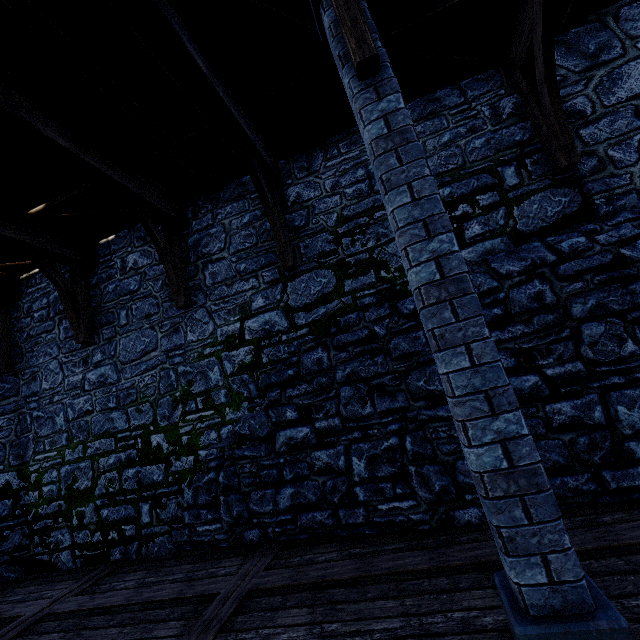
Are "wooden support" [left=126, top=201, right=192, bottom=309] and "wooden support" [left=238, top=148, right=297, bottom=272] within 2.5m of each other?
yes

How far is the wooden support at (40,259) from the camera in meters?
5.7

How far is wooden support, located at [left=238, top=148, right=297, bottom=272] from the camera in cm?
473

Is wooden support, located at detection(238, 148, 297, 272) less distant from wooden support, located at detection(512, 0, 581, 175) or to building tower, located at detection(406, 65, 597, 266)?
building tower, located at detection(406, 65, 597, 266)

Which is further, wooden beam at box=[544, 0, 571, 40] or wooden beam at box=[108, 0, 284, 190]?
wooden beam at box=[544, 0, 571, 40]

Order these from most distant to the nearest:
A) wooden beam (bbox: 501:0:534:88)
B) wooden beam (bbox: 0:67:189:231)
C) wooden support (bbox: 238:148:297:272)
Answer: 1. wooden support (bbox: 238:148:297:272)
2. wooden beam (bbox: 501:0:534:88)
3. wooden beam (bbox: 0:67:189:231)

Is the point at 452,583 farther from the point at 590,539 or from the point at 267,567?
the point at 267,567

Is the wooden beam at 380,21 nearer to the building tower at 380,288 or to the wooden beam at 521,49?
the building tower at 380,288
